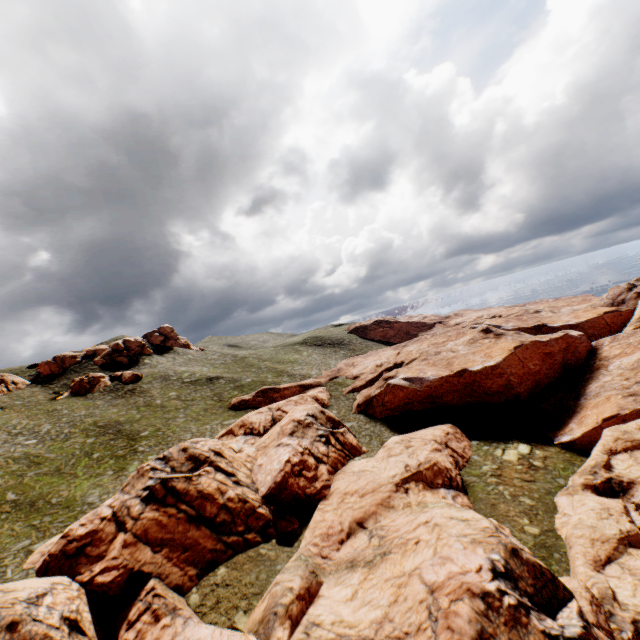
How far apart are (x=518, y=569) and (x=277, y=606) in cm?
1464
